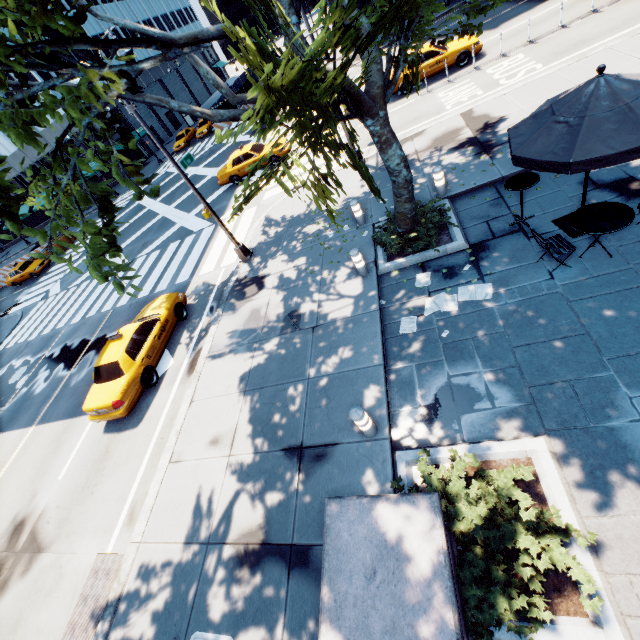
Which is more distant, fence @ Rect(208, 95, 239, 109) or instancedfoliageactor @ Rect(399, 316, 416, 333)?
fence @ Rect(208, 95, 239, 109)

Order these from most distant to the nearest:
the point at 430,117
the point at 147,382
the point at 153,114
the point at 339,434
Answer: the point at 153,114
the point at 430,117
the point at 147,382
the point at 339,434

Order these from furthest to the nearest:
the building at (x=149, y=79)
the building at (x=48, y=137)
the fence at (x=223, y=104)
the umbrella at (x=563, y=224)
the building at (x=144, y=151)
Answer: the building at (x=149, y=79) → the building at (x=144, y=151) → the building at (x=48, y=137) → the fence at (x=223, y=104) → the umbrella at (x=563, y=224)

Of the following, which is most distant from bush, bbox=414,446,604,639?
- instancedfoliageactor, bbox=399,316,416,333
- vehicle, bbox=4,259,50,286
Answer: vehicle, bbox=4,259,50,286

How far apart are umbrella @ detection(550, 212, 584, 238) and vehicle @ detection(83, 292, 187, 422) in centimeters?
1202cm

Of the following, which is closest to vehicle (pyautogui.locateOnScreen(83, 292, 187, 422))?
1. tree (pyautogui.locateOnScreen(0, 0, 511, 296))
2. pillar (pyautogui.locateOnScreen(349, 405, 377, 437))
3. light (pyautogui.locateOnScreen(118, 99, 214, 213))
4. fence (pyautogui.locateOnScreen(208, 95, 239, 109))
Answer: light (pyautogui.locateOnScreen(118, 99, 214, 213))

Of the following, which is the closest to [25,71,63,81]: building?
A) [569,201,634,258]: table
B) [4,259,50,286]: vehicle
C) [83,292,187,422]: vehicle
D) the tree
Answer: [4,259,50,286]: vehicle

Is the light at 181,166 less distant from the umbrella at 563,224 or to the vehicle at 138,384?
the vehicle at 138,384
